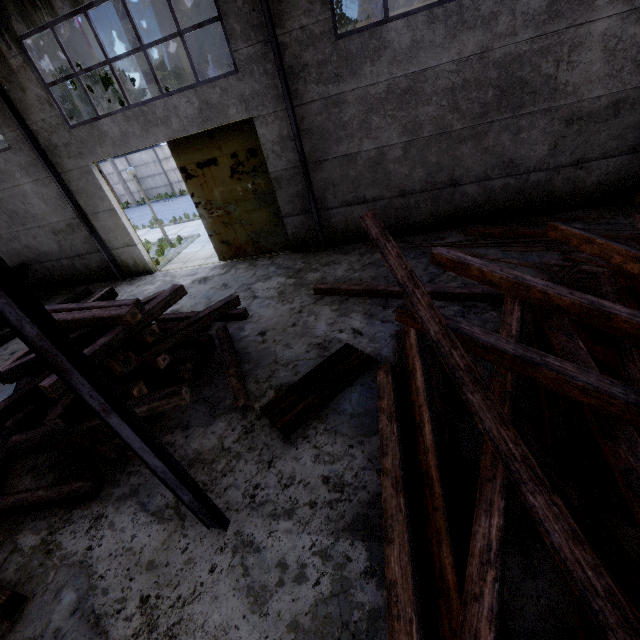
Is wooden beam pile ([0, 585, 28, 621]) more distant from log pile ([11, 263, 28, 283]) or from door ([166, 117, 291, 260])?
door ([166, 117, 291, 260])

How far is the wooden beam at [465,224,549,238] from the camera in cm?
752

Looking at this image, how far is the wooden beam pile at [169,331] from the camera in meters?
4.8 m

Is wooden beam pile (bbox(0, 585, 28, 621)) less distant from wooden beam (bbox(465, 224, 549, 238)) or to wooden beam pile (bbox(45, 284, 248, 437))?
wooden beam pile (bbox(45, 284, 248, 437))

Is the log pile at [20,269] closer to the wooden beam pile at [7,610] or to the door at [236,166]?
the wooden beam pile at [7,610]

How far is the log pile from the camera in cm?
1186

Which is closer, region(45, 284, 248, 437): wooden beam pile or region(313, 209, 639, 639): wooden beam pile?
region(313, 209, 639, 639): wooden beam pile

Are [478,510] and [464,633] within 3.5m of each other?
yes
